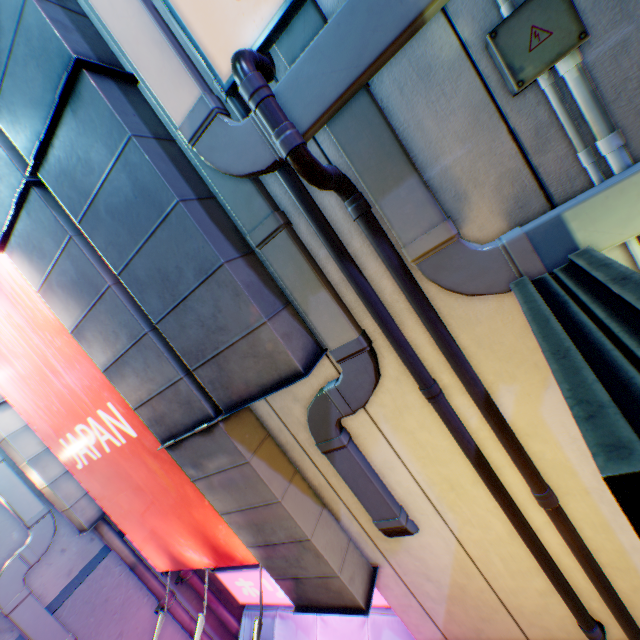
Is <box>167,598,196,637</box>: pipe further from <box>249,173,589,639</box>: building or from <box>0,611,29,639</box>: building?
<box>249,173,589,639</box>: building

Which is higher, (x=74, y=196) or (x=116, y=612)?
(x=74, y=196)

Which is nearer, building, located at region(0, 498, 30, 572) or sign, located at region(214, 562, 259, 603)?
building, located at region(0, 498, 30, 572)

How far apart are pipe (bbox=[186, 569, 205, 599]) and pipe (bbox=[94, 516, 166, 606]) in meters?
0.3 m

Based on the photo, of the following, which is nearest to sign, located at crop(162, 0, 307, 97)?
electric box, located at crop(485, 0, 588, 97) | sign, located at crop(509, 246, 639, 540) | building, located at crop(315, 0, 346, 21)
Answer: building, located at crop(315, 0, 346, 21)

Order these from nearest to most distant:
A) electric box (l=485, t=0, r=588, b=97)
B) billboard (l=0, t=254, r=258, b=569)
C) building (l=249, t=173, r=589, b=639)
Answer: electric box (l=485, t=0, r=588, b=97) < building (l=249, t=173, r=589, b=639) < billboard (l=0, t=254, r=258, b=569)

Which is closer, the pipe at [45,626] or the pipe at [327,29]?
the pipe at [327,29]

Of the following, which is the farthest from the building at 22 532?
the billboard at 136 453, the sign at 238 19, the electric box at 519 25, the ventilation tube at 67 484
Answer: the electric box at 519 25
